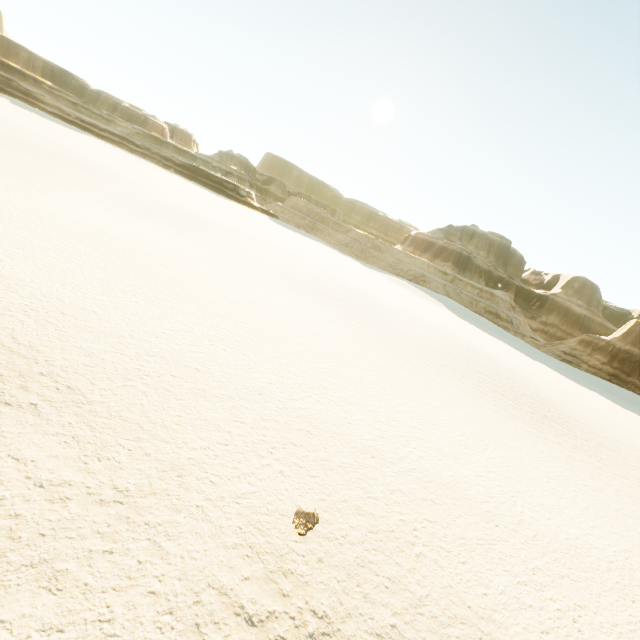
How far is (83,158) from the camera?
40.8m
